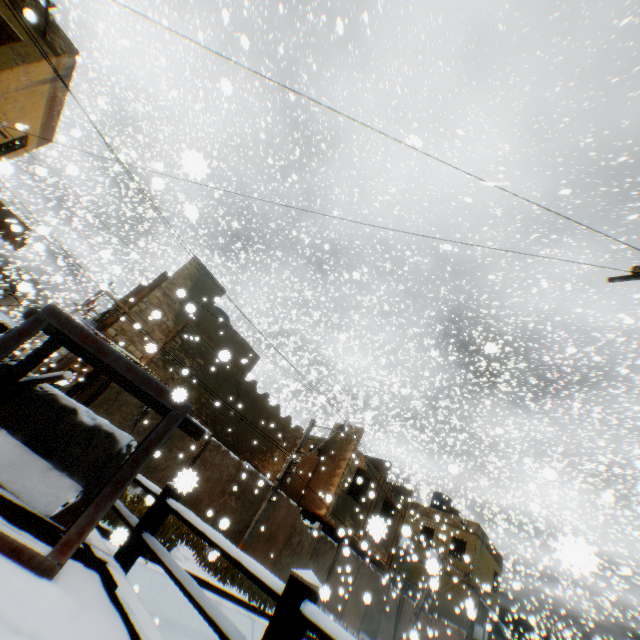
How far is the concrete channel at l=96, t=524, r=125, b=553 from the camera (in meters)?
2.57

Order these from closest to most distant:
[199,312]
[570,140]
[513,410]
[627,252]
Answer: [199,312]
[627,252]
[570,140]
[513,410]

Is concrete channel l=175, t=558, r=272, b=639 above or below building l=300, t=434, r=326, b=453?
below

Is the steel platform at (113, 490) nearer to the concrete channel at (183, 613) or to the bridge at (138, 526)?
the bridge at (138, 526)

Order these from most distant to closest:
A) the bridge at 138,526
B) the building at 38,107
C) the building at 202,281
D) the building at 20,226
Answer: the building at 20,226 < the building at 202,281 < the building at 38,107 < the bridge at 138,526

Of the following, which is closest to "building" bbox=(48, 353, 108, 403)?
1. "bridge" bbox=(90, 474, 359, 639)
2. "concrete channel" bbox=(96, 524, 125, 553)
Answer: "concrete channel" bbox=(96, 524, 125, 553)

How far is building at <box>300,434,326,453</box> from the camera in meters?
17.7
